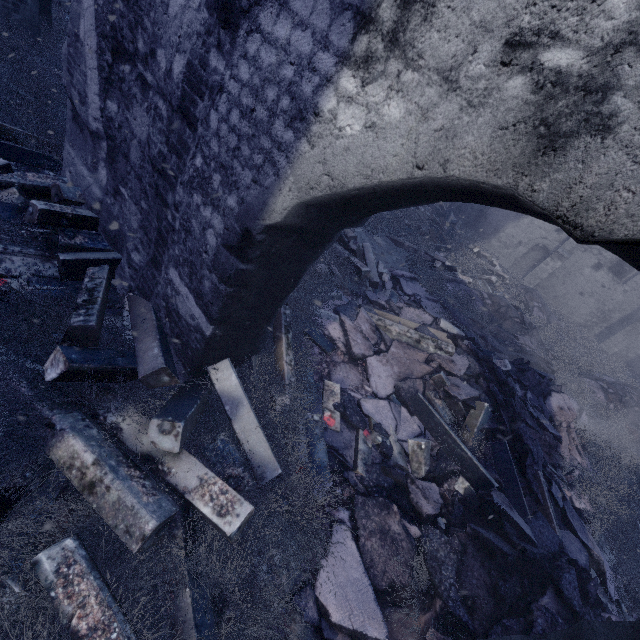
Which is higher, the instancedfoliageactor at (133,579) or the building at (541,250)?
the building at (541,250)

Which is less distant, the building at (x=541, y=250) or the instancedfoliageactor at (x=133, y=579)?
the instancedfoliageactor at (x=133, y=579)

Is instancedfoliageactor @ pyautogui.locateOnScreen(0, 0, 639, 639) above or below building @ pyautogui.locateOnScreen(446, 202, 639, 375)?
below

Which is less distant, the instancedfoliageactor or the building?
the instancedfoliageactor

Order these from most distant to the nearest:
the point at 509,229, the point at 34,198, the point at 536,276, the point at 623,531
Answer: the point at 509,229 → the point at 536,276 → the point at 623,531 → the point at 34,198
